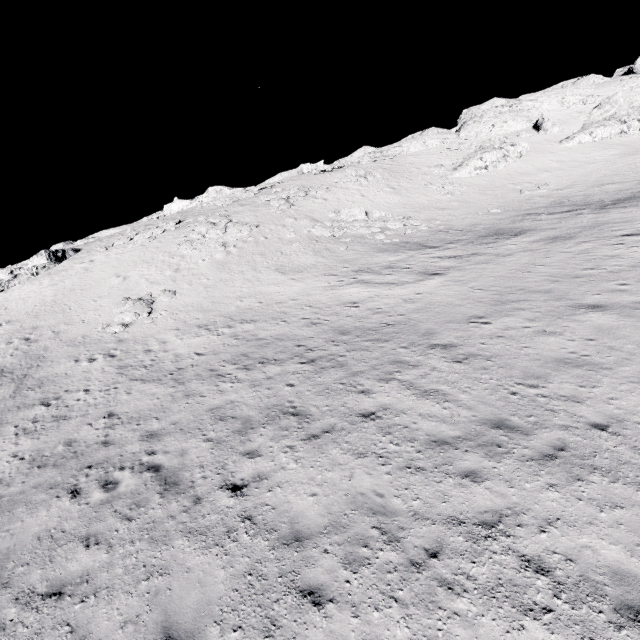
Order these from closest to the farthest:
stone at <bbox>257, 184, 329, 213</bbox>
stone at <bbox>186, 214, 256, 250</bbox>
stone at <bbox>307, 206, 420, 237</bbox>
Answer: stone at <bbox>307, 206, 420, 237</bbox>, stone at <bbox>186, 214, 256, 250</bbox>, stone at <bbox>257, 184, 329, 213</bbox>

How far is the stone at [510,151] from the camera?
40.3m

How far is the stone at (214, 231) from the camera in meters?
30.1 m

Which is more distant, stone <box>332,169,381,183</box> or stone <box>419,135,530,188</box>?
stone <box>332,169,381,183</box>

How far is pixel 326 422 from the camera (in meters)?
9.88

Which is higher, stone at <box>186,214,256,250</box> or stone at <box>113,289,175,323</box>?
stone at <box>186,214,256,250</box>

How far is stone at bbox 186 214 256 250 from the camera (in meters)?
30.14

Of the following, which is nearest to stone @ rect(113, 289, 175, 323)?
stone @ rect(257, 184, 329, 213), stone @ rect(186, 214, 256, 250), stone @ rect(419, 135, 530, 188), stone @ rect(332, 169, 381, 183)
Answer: stone @ rect(186, 214, 256, 250)
